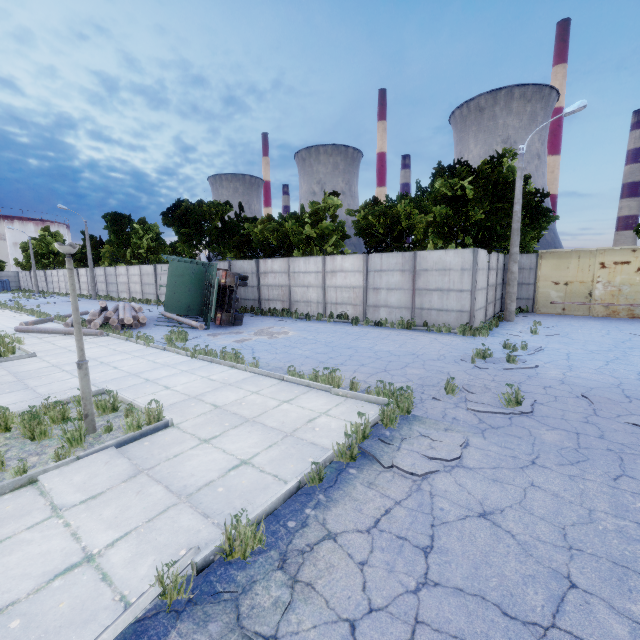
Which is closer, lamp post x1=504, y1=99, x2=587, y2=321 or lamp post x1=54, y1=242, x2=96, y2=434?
lamp post x1=54, y1=242, x2=96, y2=434

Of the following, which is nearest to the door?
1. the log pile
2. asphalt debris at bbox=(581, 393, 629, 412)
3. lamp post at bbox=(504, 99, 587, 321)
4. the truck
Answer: lamp post at bbox=(504, 99, 587, 321)

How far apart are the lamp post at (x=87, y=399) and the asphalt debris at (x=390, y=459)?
4.7 meters

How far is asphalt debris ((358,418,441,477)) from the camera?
4.5m

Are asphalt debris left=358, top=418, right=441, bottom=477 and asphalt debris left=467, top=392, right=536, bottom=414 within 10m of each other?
yes

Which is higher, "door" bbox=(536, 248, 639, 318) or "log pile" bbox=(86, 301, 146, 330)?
"door" bbox=(536, 248, 639, 318)

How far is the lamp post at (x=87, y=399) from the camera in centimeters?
531cm

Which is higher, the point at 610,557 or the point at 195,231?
the point at 195,231
